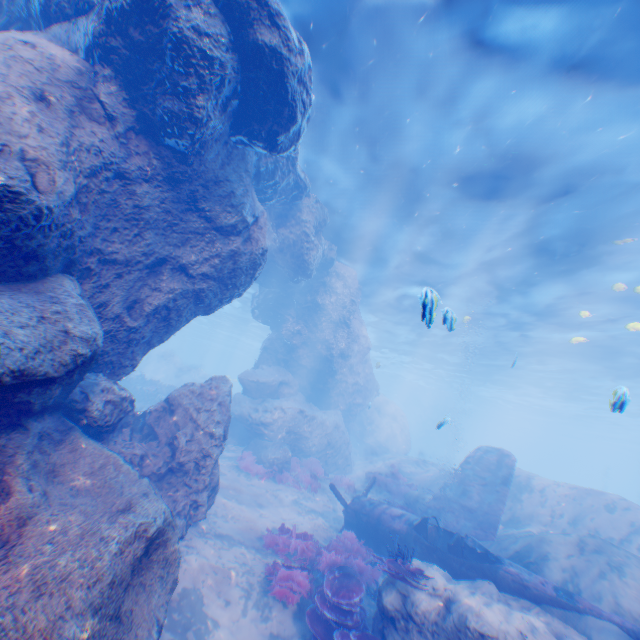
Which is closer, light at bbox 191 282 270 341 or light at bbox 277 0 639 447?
light at bbox 277 0 639 447

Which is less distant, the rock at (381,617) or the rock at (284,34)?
the rock at (284,34)

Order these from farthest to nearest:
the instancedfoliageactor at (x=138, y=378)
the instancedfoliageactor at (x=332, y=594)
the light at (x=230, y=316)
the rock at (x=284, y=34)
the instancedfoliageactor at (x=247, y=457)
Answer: the light at (x=230, y=316) → the instancedfoliageactor at (x=138, y=378) → the instancedfoliageactor at (x=247, y=457) → the instancedfoliageactor at (x=332, y=594) → the rock at (x=284, y=34)

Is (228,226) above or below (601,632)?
above

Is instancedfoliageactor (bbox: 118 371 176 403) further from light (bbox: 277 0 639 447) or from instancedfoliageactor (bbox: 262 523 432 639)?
instancedfoliageactor (bbox: 262 523 432 639)

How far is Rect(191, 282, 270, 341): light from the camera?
36.06m

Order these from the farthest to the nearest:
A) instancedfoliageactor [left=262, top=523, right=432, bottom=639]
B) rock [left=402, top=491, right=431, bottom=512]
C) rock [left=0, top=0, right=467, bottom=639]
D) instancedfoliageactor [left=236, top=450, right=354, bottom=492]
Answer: instancedfoliageactor [left=236, top=450, right=354, bottom=492] → rock [left=402, top=491, right=431, bottom=512] → instancedfoliageactor [left=262, top=523, right=432, bottom=639] → rock [left=0, top=0, right=467, bottom=639]

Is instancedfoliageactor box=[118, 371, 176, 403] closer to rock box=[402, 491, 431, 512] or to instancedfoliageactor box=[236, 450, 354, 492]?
instancedfoliageactor box=[236, 450, 354, 492]
